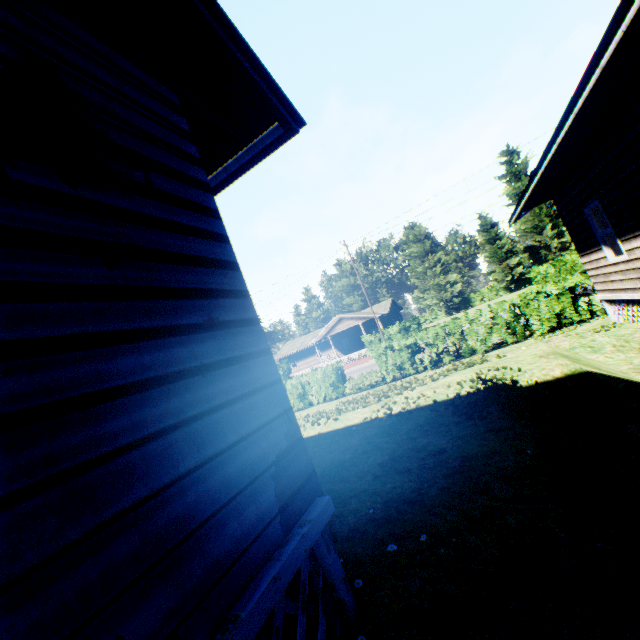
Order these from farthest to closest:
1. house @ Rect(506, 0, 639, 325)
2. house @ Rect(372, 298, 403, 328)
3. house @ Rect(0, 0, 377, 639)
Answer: house @ Rect(372, 298, 403, 328) → house @ Rect(506, 0, 639, 325) → house @ Rect(0, 0, 377, 639)

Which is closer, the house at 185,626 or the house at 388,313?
the house at 185,626

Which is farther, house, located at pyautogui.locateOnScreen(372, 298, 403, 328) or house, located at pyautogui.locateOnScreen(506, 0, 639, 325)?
house, located at pyautogui.locateOnScreen(372, 298, 403, 328)

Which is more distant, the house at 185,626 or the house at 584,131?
the house at 584,131

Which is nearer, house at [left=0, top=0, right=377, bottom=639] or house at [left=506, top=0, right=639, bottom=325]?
house at [left=0, top=0, right=377, bottom=639]

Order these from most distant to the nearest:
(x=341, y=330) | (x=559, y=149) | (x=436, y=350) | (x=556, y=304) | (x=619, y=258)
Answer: (x=341, y=330), (x=436, y=350), (x=556, y=304), (x=619, y=258), (x=559, y=149)

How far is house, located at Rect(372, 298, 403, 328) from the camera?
46.1m
